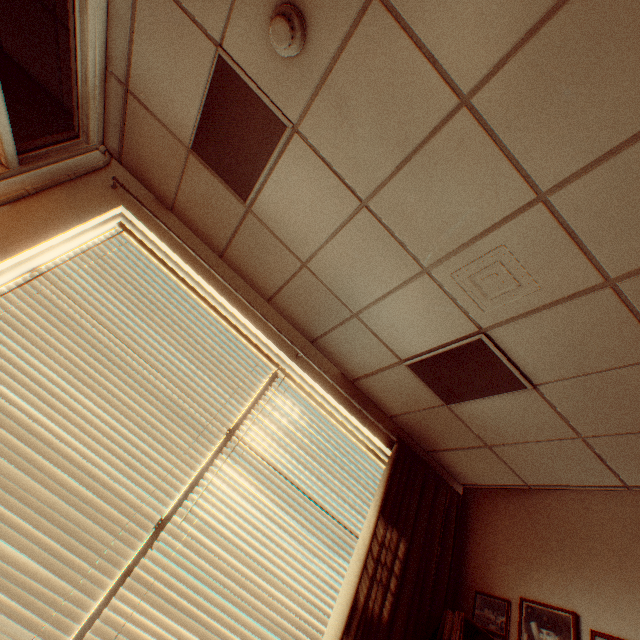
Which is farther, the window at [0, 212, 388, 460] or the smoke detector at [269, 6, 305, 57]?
the window at [0, 212, 388, 460]

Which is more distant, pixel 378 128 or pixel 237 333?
pixel 237 333

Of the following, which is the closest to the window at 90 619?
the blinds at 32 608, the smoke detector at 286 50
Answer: the blinds at 32 608

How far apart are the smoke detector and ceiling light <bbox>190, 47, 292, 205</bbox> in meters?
0.2 m

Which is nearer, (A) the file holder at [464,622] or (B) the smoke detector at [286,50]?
(B) the smoke detector at [286,50]

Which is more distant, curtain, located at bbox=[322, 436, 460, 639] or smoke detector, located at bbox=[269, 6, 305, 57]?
curtain, located at bbox=[322, 436, 460, 639]

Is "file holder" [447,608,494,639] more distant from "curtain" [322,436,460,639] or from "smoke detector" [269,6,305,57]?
"smoke detector" [269,6,305,57]

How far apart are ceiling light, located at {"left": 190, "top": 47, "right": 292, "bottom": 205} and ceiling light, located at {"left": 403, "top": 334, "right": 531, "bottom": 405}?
1.68m
